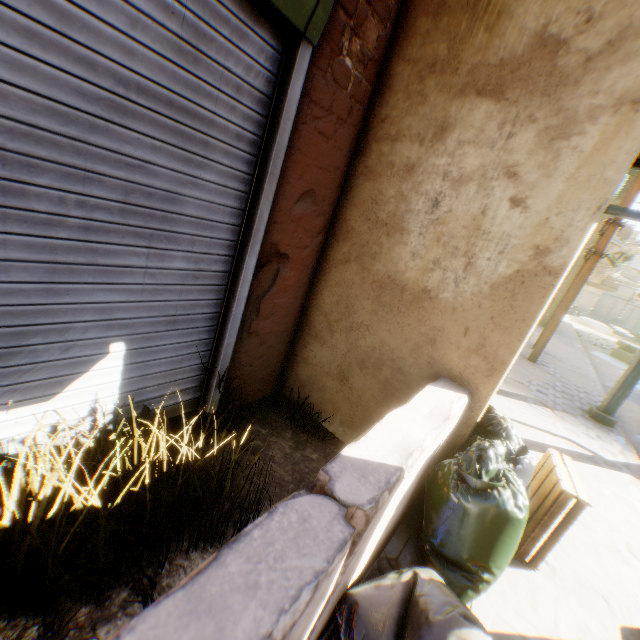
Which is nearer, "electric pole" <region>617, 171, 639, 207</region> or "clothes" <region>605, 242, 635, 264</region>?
"electric pole" <region>617, 171, 639, 207</region>

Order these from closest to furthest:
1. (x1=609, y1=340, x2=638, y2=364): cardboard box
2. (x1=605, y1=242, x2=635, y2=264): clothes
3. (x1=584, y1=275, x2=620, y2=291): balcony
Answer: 1. (x1=605, y1=242, x2=635, y2=264): clothes
2. (x1=609, y1=340, x2=638, y2=364): cardboard box
3. (x1=584, y1=275, x2=620, y2=291): balcony

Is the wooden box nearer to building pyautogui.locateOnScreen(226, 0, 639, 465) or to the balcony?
building pyautogui.locateOnScreen(226, 0, 639, 465)

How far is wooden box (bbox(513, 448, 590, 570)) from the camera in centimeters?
198cm

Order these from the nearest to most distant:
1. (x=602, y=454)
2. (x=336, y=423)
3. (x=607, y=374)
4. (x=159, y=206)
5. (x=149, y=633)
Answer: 1. (x=149, y=633)
2. (x=159, y=206)
3. (x=336, y=423)
4. (x=602, y=454)
5. (x=607, y=374)

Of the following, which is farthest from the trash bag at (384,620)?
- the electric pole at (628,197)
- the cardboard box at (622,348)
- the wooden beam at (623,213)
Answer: the cardboard box at (622,348)

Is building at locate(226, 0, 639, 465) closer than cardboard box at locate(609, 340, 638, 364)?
Yes

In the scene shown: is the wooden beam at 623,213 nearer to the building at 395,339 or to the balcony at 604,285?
the building at 395,339
